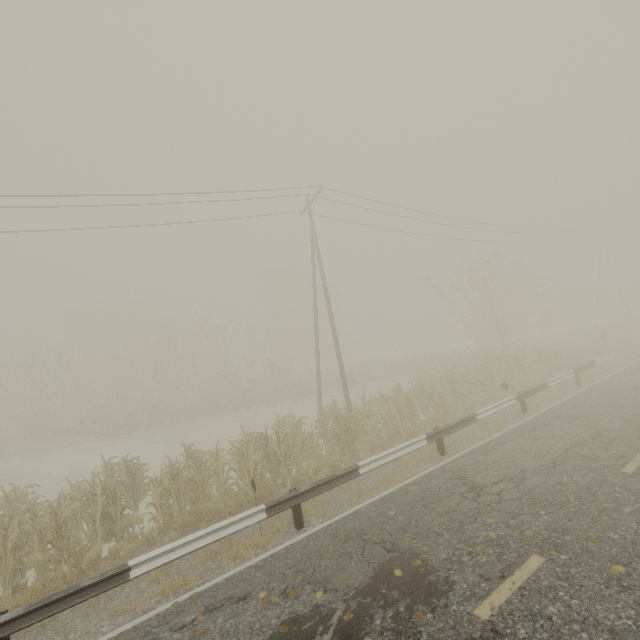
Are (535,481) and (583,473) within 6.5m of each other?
yes
